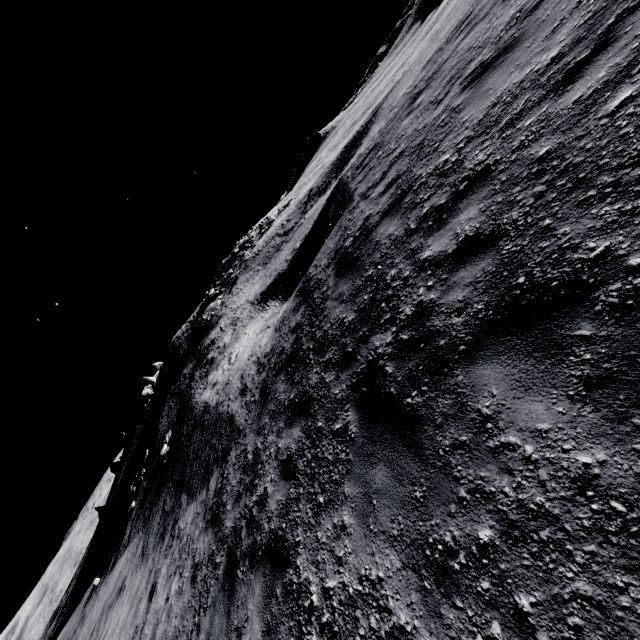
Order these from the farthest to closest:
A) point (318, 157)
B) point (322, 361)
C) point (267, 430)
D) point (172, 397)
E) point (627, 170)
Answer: point (318, 157) < point (172, 397) < point (267, 430) < point (322, 361) < point (627, 170)

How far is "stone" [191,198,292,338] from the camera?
32.8 meters

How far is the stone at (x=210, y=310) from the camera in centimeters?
3275cm
